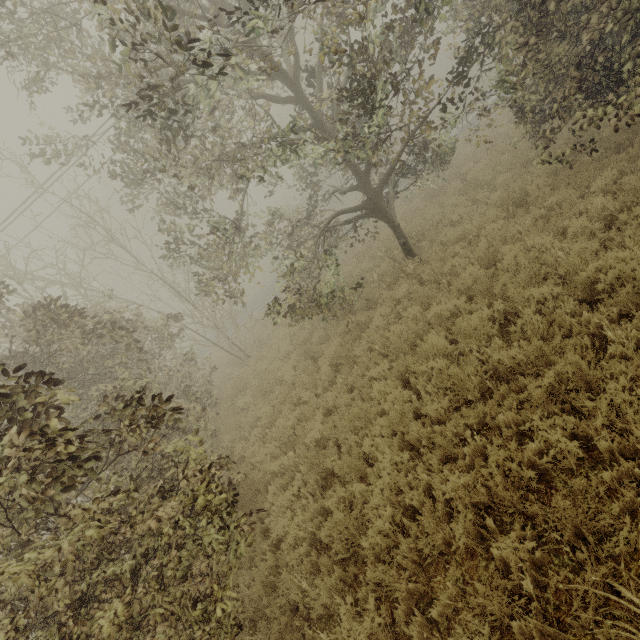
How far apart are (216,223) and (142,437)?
4.8 meters
